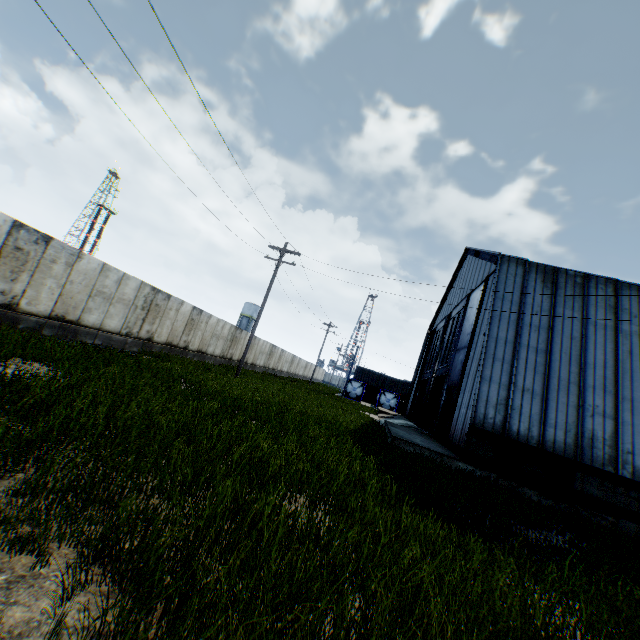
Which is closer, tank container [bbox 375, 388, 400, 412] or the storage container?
tank container [bbox 375, 388, 400, 412]

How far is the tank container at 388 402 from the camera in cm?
4672

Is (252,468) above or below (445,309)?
below

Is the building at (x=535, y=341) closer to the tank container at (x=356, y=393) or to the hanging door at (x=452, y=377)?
the hanging door at (x=452, y=377)

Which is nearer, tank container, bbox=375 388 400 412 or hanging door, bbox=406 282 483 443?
hanging door, bbox=406 282 483 443

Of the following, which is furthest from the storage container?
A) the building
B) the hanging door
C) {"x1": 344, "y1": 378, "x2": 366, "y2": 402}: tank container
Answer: the hanging door

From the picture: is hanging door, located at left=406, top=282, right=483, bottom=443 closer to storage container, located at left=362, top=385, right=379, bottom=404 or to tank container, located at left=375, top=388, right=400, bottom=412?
tank container, located at left=375, top=388, right=400, bottom=412

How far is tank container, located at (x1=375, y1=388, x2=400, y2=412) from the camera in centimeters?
4672cm
